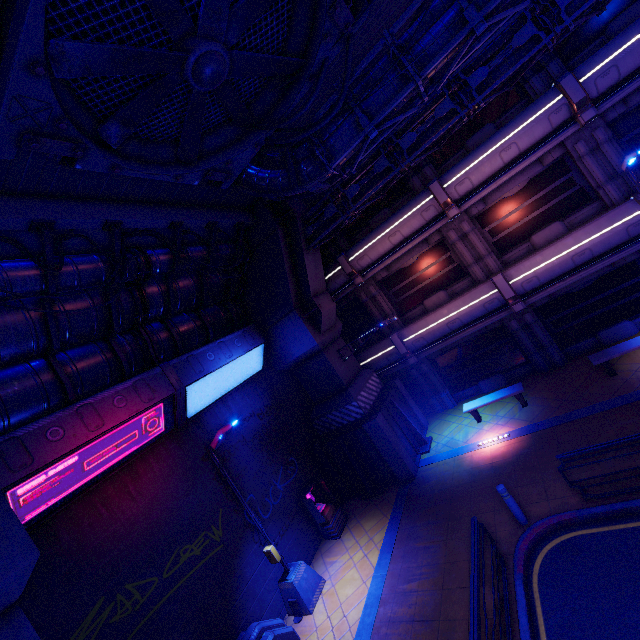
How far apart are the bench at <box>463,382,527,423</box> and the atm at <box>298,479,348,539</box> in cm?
631

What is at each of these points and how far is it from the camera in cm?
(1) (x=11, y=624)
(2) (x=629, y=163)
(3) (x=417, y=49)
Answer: (1) pillar, 455
(2) street light, 990
(3) pipe, 652

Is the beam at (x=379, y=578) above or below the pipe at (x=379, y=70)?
below

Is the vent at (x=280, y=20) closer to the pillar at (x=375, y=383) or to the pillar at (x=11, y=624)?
the pillar at (x=11, y=624)

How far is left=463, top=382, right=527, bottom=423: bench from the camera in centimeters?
1240cm

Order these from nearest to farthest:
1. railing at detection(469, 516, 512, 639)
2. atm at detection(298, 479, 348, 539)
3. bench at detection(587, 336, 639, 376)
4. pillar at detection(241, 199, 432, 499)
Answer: railing at detection(469, 516, 512, 639)
bench at detection(587, 336, 639, 376)
atm at detection(298, 479, 348, 539)
pillar at detection(241, 199, 432, 499)

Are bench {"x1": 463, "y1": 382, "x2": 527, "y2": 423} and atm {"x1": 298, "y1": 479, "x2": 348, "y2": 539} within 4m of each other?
no

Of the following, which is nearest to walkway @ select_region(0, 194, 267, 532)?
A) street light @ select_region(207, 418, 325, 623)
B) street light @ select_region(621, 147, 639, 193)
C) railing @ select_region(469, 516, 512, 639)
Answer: street light @ select_region(207, 418, 325, 623)
